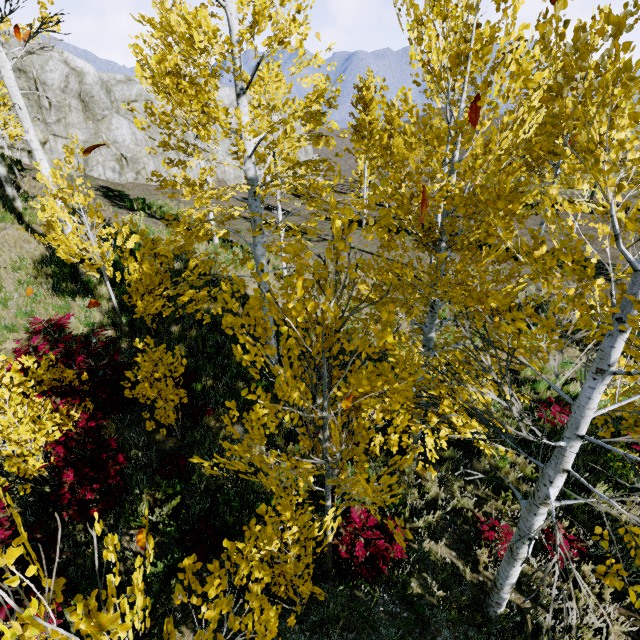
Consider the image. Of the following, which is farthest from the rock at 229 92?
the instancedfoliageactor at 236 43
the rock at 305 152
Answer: the rock at 305 152

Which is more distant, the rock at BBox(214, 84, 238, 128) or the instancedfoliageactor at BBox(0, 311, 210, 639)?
the rock at BBox(214, 84, 238, 128)

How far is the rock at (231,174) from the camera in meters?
27.2 m

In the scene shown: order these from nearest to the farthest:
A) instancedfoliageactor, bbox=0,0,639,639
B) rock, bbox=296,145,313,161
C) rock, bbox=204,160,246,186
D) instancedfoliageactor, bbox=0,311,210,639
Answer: instancedfoliageactor, bbox=0,311,210,639 < instancedfoliageactor, bbox=0,0,639,639 < rock, bbox=204,160,246,186 < rock, bbox=296,145,313,161

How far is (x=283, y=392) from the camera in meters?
2.6 m

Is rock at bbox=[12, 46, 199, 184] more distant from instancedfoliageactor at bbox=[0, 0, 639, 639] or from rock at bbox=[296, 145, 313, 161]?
rock at bbox=[296, 145, 313, 161]

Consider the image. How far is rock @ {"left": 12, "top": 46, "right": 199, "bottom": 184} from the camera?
17.0 meters

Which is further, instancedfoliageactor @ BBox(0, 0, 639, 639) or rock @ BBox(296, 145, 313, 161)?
rock @ BBox(296, 145, 313, 161)
